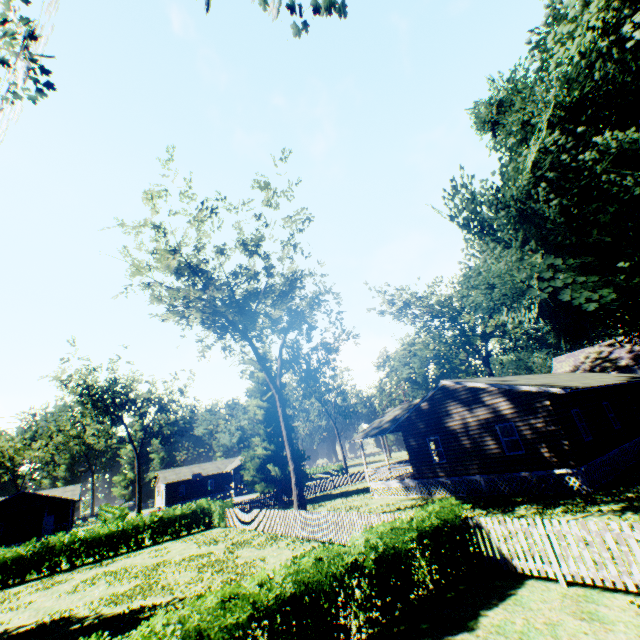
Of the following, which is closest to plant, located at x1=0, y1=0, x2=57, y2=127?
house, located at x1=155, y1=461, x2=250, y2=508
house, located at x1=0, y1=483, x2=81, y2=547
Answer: house, located at x1=155, y1=461, x2=250, y2=508

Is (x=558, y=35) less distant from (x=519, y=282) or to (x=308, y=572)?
(x=519, y=282)

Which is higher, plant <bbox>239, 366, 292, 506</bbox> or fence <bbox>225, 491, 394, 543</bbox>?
plant <bbox>239, 366, 292, 506</bbox>

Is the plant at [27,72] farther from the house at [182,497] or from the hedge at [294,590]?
the house at [182,497]

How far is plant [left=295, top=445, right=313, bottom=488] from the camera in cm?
3177

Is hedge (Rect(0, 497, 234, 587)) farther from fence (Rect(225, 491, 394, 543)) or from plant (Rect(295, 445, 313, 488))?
plant (Rect(295, 445, 313, 488))

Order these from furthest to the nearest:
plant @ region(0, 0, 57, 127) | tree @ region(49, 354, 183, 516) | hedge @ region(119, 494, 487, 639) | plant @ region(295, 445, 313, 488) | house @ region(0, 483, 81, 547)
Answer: tree @ region(49, 354, 183, 516) → house @ region(0, 483, 81, 547) → plant @ region(295, 445, 313, 488) → plant @ region(0, 0, 57, 127) → hedge @ region(119, 494, 487, 639)

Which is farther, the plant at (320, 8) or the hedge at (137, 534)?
the hedge at (137, 534)
